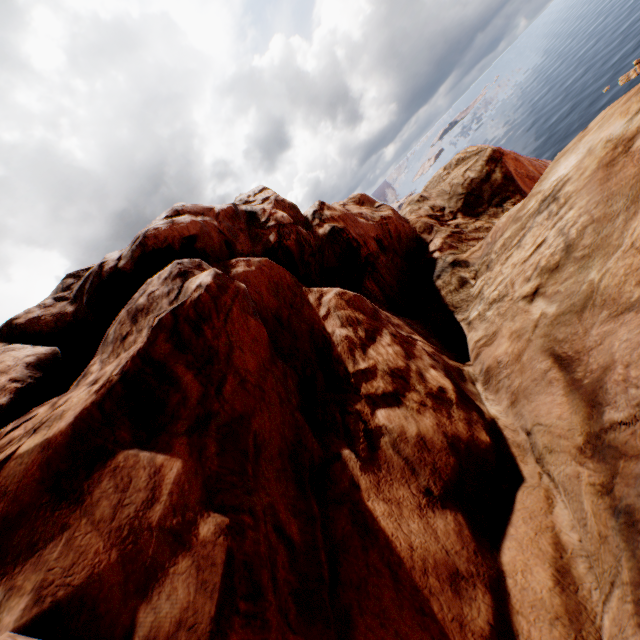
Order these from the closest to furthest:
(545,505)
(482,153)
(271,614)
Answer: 1. (271,614)
2. (545,505)
3. (482,153)
